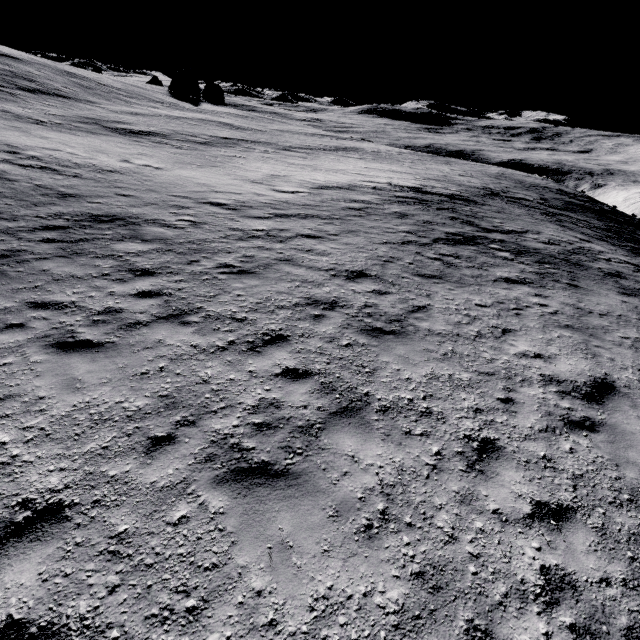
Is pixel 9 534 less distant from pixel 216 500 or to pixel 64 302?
pixel 216 500
